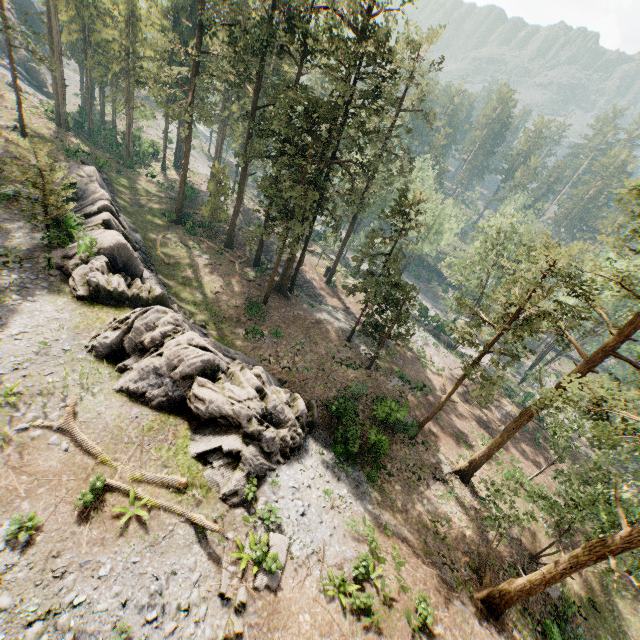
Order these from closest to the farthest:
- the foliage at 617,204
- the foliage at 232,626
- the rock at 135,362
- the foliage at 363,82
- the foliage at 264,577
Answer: the foliage at 232,626
the foliage at 264,577
the foliage at 617,204
the rock at 135,362
the foliage at 363,82

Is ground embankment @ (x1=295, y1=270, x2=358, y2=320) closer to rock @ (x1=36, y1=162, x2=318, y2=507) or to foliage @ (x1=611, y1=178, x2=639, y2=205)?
foliage @ (x1=611, y1=178, x2=639, y2=205)

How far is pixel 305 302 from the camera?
38.6m

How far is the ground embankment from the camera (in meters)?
40.12

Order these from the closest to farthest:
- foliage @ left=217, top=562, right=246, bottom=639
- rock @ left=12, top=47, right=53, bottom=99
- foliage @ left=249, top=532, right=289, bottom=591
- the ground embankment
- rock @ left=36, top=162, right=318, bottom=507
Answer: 1. foliage @ left=217, top=562, right=246, bottom=639
2. foliage @ left=249, top=532, right=289, bottom=591
3. rock @ left=36, top=162, right=318, bottom=507
4. the ground embankment
5. rock @ left=12, top=47, right=53, bottom=99

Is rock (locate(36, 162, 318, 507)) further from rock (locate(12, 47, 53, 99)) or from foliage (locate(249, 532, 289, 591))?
rock (locate(12, 47, 53, 99))

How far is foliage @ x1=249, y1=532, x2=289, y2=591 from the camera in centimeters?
1241cm

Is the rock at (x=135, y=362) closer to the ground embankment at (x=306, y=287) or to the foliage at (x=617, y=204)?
the foliage at (x=617, y=204)
